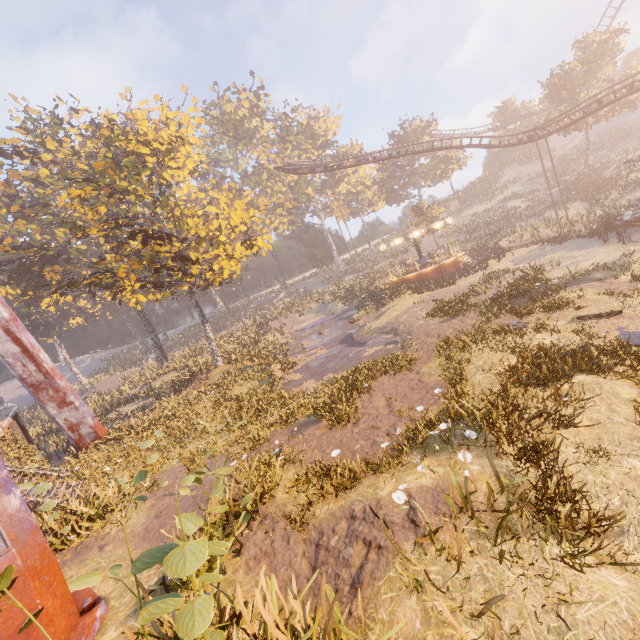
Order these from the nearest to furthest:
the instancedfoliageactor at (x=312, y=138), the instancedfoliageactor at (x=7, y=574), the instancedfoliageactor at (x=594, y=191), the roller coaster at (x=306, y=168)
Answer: the instancedfoliageactor at (x=7, y=574) < the roller coaster at (x=306, y=168) < the instancedfoliageactor at (x=594, y=191) < the instancedfoliageactor at (x=312, y=138)

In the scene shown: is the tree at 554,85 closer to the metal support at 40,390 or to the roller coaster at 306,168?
the roller coaster at 306,168

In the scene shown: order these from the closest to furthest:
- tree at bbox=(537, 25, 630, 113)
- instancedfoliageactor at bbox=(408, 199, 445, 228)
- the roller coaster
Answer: the roller coaster, tree at bbox=(537, 25, 630, 113), instancedfoliageactor at bbox=(408, 199, 445, 228)

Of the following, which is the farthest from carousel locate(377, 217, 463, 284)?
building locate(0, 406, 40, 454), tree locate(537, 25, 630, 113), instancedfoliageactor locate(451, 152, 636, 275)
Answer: building locate(0, 406, 40, 454)

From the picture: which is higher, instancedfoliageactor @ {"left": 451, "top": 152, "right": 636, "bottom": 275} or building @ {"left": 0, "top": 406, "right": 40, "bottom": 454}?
building @ {"left": 0, "top": 406, "right": 40, "bottom": 454}

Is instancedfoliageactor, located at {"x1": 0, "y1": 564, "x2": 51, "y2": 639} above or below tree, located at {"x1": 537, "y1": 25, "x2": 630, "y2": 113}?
below

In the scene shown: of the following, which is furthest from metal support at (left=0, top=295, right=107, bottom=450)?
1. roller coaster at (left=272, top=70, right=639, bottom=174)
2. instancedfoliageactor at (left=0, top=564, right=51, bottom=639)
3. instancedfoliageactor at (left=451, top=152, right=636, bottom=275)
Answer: instancedfoliageactor at (left=451, top=152, right=636, bottom=275)

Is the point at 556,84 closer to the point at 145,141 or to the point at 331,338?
the point at 331,338
